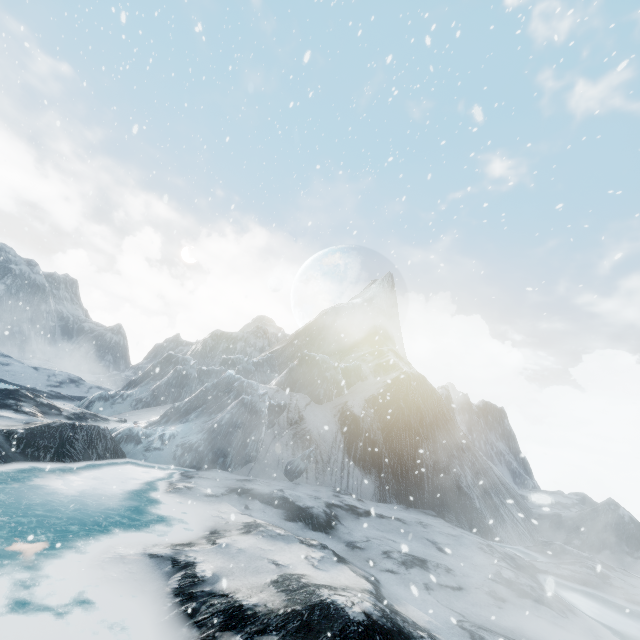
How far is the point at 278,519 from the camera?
11.5m
